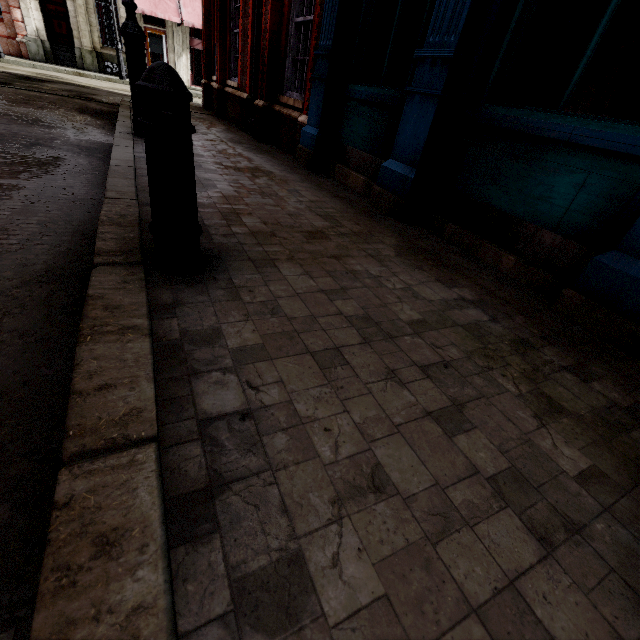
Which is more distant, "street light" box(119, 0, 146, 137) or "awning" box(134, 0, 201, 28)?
"awning" box(134, 0, 201, 28)

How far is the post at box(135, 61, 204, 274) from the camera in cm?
141

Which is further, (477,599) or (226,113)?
(226,113)

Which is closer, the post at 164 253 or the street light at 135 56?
the post at 164 253

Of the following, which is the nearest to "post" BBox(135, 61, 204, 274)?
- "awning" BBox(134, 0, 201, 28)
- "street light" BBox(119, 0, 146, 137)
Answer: "street light" BBox(119, 0, 146, 137)

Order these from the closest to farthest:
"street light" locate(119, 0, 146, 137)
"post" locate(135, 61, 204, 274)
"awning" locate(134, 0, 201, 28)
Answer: "post" locate(135, 61, 204, 274)
"street light" locate(119, 0, 146, 137)
"awning" locate(134, 0, 201, 28)

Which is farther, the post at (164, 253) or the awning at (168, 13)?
the awning at (168, 13)

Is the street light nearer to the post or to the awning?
the post
